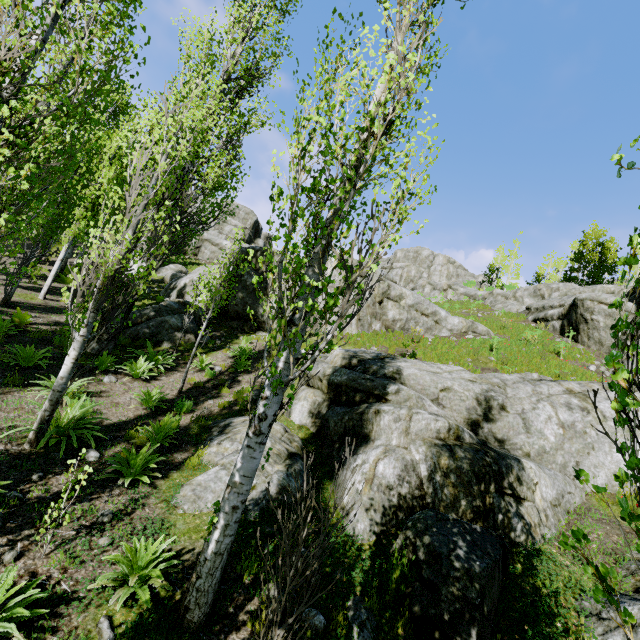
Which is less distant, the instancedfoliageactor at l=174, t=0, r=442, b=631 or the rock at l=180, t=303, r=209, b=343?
the instancedfoliageactor at l=174, t=0, r=442, b=631

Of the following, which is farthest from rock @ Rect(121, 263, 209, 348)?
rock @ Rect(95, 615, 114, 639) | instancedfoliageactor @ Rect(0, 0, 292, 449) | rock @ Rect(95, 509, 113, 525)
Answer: rock @ Rect(95, 615, 114, 639)

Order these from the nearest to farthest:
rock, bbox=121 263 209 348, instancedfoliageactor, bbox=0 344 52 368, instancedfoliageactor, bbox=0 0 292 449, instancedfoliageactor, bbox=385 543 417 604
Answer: instancedfoliageactor, bbox=0 0 292 449
instancedfoliageactor, bbox=385 543 417 604
instancedfoliageactor, bbox=0 344 52 368
rock, bbox=121 263 209 348

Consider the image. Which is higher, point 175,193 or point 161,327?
point 175,193

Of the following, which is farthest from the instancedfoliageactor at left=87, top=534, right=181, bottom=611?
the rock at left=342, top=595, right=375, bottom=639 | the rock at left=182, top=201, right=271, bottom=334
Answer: the rock at left=342, top=595, right=375, bottom=639

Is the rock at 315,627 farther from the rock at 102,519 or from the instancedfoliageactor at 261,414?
the rock at 102,519

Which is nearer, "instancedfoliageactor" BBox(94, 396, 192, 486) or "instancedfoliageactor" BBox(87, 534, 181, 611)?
"instancedfoliageactor" BBox(87, 534, 181, 611)

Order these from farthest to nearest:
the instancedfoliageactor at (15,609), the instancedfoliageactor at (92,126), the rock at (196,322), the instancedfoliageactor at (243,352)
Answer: the rock at (196,322), the instancedfoliageactor at (243,352), the instancedfoliageactor at (92,126), the instancedfoliageactor at (15,609)
